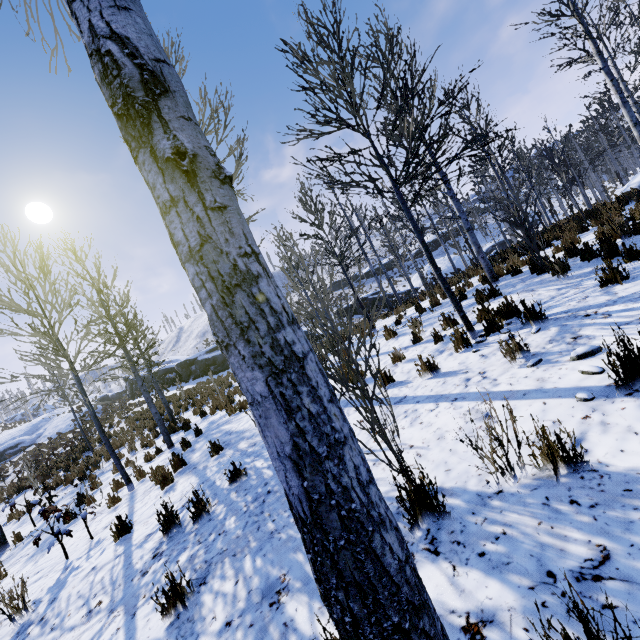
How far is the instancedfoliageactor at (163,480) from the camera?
6.22m

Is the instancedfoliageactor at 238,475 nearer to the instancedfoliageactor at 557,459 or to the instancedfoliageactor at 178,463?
the instancedfoliageactor at 178,463

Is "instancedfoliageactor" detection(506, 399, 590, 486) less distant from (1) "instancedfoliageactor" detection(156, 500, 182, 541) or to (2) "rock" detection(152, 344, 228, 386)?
(2) "rock" detection(152, 344, 228, 386)

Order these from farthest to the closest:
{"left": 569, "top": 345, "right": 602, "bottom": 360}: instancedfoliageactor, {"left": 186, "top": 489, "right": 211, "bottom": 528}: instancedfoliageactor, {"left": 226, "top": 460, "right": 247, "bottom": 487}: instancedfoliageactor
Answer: {"left": 226, "top": 460, "right": 247, "bottom": 487}: instancedfoliageactor
{"left": 186, "top": 489, "right": 211, "bottom": 528}: instancedfoliageactor
{"left": 569, "top": 345, "right": 602, "bottom": 360}: instancedfoliageactor

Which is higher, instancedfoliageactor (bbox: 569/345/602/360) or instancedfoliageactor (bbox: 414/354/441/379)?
instancedfoliageactor (bbox: 414/354/441/379)

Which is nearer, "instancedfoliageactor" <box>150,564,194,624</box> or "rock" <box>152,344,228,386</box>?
"instancedfoliageactor" <box>150,564,194,624</box>

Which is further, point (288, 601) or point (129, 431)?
point (129, 431)
